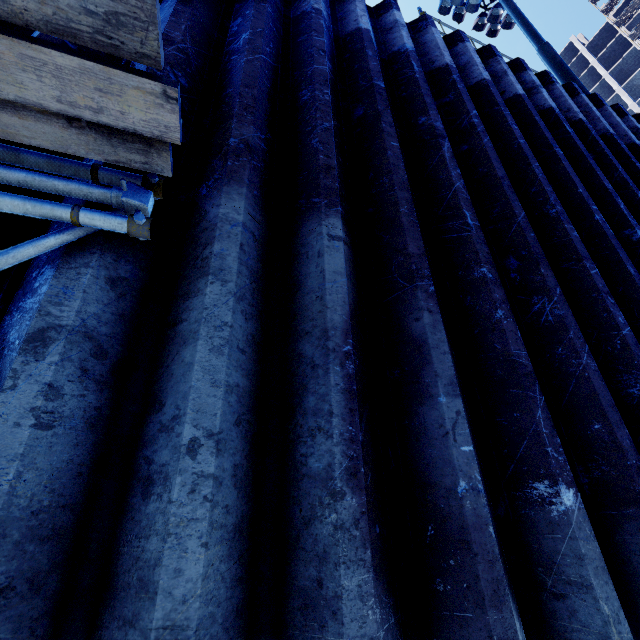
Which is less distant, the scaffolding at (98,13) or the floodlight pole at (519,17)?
the scaffolding at (98,13)

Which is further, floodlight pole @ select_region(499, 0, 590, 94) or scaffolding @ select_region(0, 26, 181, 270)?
floodlight pole @ select_region(499, 0, 590, 94)

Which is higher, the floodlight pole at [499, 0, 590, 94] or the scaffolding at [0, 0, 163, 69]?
the floodlight pole at [499, 0, 590, 94]

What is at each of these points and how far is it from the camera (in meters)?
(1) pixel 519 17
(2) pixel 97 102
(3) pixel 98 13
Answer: (1) floodlight pole, 9.98
(2) scaffolding, 0.92
(3) scaffolding, 0.78

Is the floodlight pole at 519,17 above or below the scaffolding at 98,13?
above
